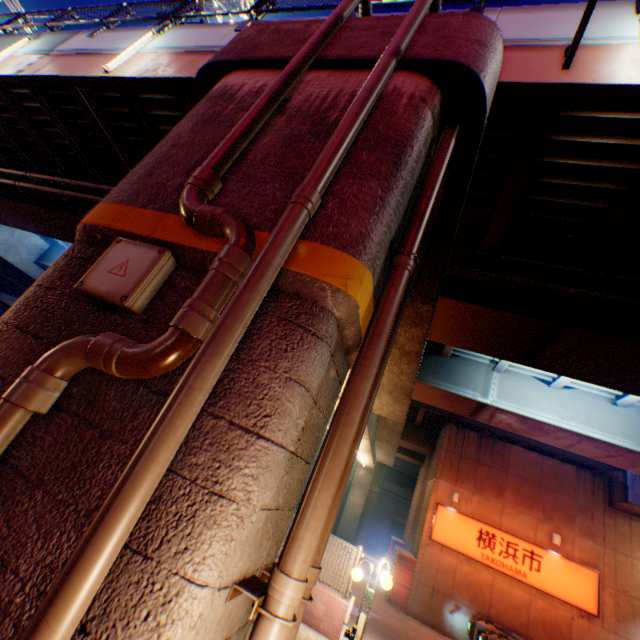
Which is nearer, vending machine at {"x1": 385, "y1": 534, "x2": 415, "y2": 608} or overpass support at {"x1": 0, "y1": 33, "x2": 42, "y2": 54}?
overpass support at {"x1": 0, "y1": 33, "x2": 42, "y2": 54}

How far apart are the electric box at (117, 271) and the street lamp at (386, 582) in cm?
899

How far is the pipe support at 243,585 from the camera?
1.9 meters

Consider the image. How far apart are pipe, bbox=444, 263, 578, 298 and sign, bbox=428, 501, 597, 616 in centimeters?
1343cm

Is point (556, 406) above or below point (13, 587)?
above

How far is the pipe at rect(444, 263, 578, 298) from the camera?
6.2m

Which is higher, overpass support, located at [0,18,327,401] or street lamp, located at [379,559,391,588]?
overpass support, located at [0,18,327,401]

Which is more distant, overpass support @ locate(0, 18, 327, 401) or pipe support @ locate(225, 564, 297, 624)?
overpass support @ locate(0, 18, 327, 401)
